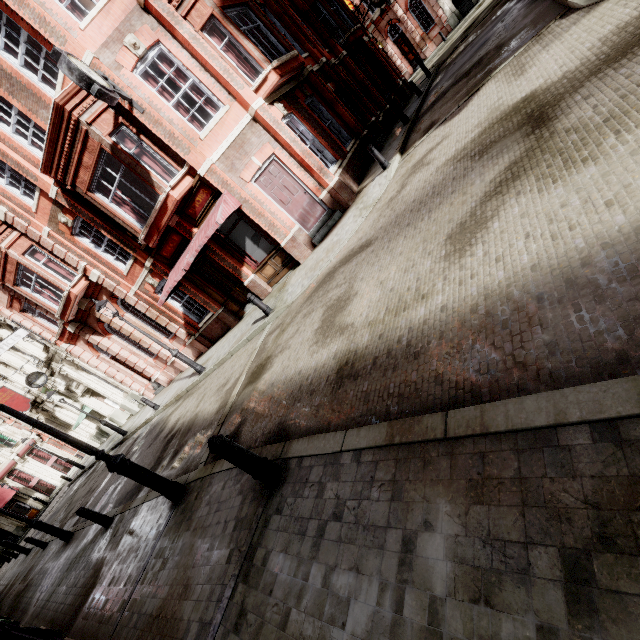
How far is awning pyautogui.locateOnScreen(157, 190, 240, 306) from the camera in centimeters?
1005cm

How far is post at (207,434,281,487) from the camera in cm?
376

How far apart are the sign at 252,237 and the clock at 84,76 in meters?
4.2 m

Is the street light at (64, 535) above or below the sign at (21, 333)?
below

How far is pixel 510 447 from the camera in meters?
2.1

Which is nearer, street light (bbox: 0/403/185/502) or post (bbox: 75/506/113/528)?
street light (bbox: 0/403/185/502)

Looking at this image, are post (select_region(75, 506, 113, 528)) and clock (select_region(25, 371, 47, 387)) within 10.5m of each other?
no

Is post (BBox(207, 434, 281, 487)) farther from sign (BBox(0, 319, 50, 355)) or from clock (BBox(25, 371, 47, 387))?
clock (BBox(25, 371, 47, 387))
